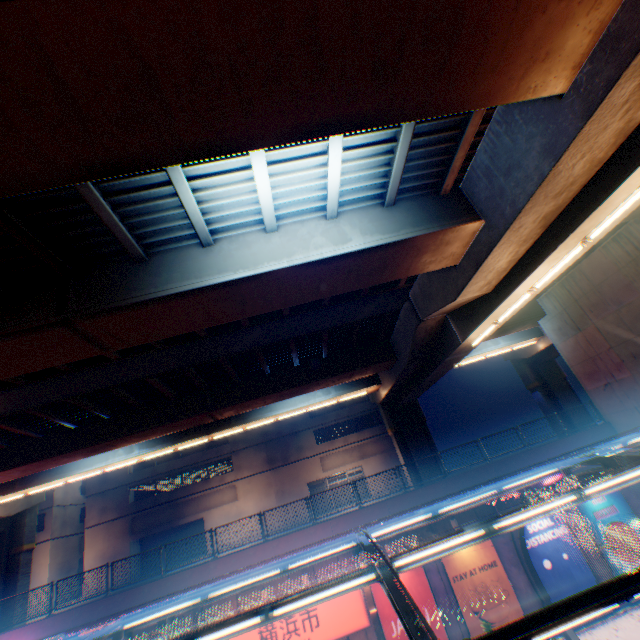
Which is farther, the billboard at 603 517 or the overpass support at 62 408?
the billboard at 603 517

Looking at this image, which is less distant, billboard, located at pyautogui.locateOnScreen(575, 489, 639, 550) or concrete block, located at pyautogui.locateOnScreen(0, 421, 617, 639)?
concrete block, located at pyautogui.locateOnScreen(0, 421, 617, 639)

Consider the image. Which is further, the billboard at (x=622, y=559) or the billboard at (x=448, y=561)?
the billboard at (x=622, y=559)

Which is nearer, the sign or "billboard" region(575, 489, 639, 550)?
the sign

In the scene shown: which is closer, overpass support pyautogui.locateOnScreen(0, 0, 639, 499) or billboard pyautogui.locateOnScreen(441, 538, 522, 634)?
overpass support pyautogui.locateOnScreen(0, 0, 639, 499)

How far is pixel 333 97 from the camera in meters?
5.0

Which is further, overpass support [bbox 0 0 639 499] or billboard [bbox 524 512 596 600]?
billboard [bbox 524 512 596 600]

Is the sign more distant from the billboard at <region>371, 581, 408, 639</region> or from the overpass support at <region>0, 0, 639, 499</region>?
the overpass support at <region>0, 0, 639, 499</region>
